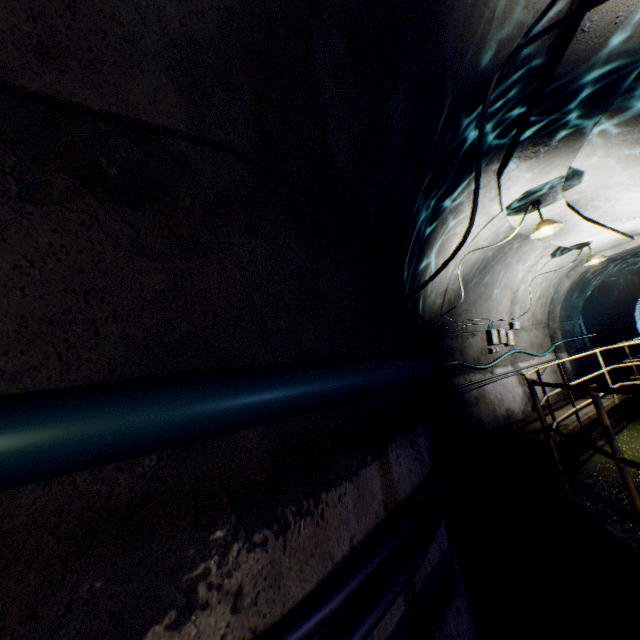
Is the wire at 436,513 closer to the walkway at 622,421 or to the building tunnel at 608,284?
the building tunnel at 608,284

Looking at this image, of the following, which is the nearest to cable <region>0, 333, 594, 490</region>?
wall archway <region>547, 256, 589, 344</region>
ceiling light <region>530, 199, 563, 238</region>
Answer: wall archway <region>547, 256, 589, 344</region>

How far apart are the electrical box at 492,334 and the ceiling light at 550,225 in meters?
3.5 m

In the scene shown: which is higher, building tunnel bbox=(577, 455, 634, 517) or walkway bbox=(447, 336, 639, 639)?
walkway bbox=(447, 336, 639, 639)

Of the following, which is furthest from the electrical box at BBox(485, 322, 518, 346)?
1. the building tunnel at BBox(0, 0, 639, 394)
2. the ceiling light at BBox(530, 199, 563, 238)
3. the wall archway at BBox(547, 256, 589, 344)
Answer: the ceiling light at BBox(530, 199, 563, 238)

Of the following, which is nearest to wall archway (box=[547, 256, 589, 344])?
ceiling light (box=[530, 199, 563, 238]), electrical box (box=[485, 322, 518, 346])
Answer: electrical box (box=[485, 322, 518, 346])

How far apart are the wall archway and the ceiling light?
5.8m

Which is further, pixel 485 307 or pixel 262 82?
pixel 485 307
